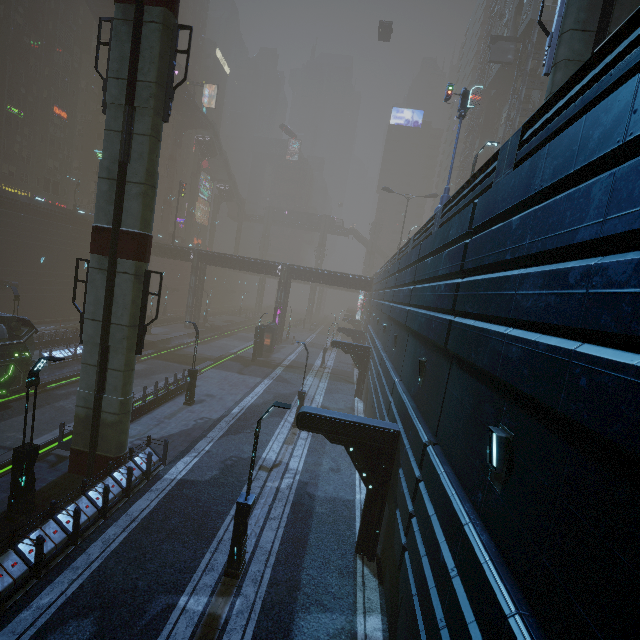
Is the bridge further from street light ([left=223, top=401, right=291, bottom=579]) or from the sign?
street light ([left=223, top=401, right=291, bottom=579])

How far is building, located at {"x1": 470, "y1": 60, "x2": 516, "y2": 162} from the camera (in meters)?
43.56

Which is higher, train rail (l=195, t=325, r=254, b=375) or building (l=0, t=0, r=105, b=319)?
building (l=0, t=0, r=105, b=319)

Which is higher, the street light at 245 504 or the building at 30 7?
the building at 30 7

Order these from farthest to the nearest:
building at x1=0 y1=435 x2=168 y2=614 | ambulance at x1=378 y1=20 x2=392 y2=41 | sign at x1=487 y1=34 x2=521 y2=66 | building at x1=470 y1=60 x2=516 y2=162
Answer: ambulance at x1=378 y1=20 x2=392 y2=41
building at x1=470 y1=60 x2=516 y2=162
sign at x1=487 y1=34 x2=521 y2=66
building at x1=0 y1=435 x2=168 y2=614

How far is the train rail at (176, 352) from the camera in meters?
26.5 m

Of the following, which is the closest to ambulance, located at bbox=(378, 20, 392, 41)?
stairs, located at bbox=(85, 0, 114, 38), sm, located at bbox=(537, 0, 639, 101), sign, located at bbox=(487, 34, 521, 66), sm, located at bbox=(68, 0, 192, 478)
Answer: sm, located at bbox=(68, 0, 192, 478)

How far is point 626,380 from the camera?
2.7m
